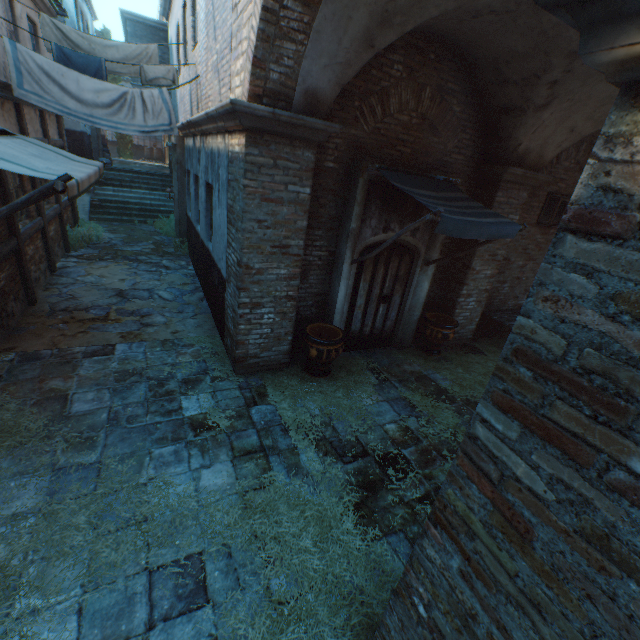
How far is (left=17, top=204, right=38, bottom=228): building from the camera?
6.7m

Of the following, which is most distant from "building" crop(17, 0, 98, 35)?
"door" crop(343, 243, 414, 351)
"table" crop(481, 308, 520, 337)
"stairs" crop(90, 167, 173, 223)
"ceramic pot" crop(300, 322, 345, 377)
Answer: "table" crop(481, 308, 520, 337)

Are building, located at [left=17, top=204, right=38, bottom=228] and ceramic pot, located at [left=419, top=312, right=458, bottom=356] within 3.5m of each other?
no

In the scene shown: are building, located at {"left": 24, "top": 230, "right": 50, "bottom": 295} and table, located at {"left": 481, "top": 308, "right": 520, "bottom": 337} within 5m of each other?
no

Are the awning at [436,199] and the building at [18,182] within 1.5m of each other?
no

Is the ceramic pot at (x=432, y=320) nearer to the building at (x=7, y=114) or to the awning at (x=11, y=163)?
the awning at (x=11, y=163)

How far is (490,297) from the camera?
8.7 meters

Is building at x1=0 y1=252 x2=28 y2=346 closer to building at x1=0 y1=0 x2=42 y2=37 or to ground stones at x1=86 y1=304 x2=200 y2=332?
ground stones at x1=86 y1=304 x2=200 y2=332
